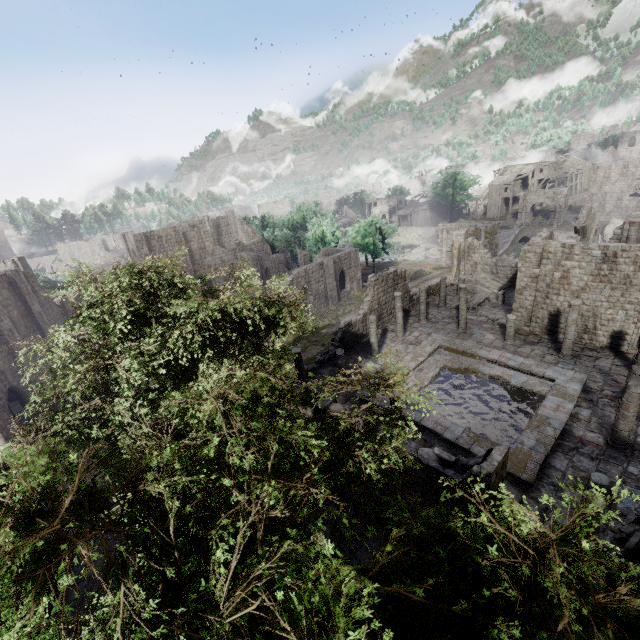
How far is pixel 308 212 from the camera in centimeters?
5966cm

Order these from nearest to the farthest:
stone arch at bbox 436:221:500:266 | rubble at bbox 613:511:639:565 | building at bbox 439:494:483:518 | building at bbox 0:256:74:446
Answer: building at bbox 439:494:483:518, rubble at bbox 613:511:639:565, building at bbox 0:256:74:446, stone arch at bbox 436:221:500:266

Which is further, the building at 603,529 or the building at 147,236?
the building at 147,236

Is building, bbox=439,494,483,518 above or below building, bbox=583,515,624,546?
above

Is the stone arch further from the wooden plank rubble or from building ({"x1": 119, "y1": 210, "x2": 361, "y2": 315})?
the wooden plank rubble

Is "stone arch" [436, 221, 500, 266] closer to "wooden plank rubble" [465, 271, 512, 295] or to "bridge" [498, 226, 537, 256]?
"bridge" [498, 226, 537, 256]

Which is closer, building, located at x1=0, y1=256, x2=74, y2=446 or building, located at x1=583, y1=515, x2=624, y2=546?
building, located at x1=583, y1=515, x2=624, y2=546

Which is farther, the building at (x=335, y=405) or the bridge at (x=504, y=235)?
the bridge at (x=504, y=235)
